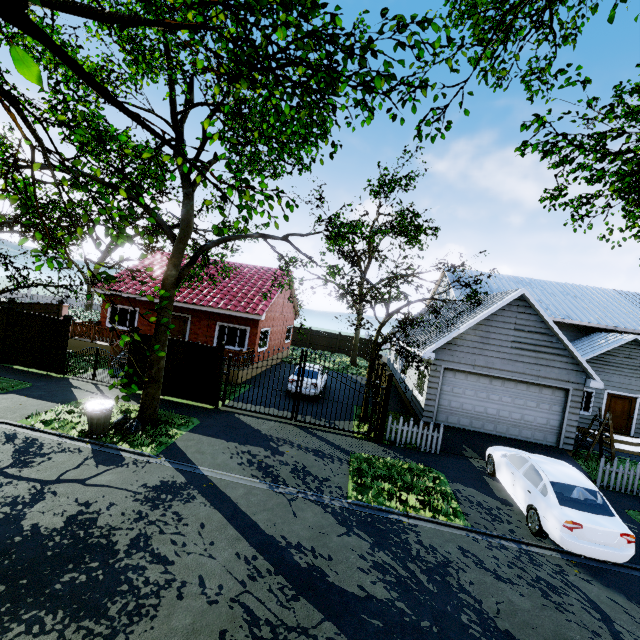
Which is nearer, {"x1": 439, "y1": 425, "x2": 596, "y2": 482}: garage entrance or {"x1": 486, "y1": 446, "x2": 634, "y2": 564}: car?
{"x1": 486, "y1": 446, "x2": 634, "y2": 564}: car

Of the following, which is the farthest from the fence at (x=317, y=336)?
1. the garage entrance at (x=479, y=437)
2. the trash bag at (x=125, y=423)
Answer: the trash bag at (x=125, y=423)

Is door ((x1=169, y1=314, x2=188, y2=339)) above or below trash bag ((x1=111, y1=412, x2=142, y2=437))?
above

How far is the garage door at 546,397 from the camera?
13.0m

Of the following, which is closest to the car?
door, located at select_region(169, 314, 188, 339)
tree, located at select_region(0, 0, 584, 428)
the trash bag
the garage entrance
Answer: the garage entrance

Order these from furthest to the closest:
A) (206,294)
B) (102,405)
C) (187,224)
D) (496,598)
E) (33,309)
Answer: (206,294) → (33,309) → (187,224) → (102,405) → (496,598)

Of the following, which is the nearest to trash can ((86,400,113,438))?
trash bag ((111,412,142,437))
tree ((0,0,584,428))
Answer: trash bag ((111,412,142,437))

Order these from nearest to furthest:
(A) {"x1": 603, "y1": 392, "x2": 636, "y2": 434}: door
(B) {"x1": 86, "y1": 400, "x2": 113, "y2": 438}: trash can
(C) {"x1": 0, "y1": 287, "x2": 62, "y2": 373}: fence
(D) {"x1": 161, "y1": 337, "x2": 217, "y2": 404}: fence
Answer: (B) {"x1": 86, "y1": 400, "x2": 113, "y2": 438}: trash can
(D) {"x1": 161, "y1": 337, "x2": 217, "y2": 404}: fence
(C) {"x1": 0, "y1": 287, "x2": 62, "y2": 373}: fence
(A) {"x1": 603, "y1": 392, "x2": 636, "y2": 434}: door
